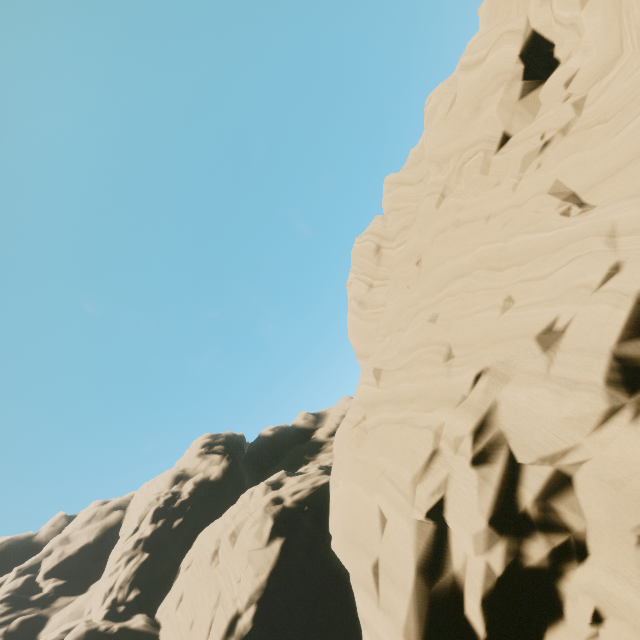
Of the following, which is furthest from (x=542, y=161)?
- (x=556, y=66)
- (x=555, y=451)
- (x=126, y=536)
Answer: (x=126, y=536)
